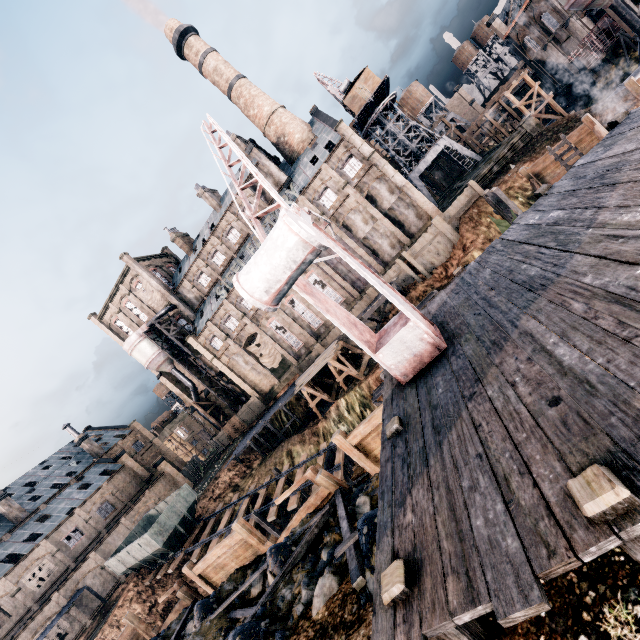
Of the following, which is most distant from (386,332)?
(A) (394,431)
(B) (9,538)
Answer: (B) (9,538)

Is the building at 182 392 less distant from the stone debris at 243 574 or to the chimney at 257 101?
the chimney at 257 101

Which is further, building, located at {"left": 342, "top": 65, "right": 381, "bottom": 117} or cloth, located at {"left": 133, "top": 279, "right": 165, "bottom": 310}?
cloth, located at {"left": 133, "top": 279, "right": 165, "bottom": 310}

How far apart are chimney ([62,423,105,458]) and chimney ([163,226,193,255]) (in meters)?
35.07

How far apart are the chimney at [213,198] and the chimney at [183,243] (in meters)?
7.49

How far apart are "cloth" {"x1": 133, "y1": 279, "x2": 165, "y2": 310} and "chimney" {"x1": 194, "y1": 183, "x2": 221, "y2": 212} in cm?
1607

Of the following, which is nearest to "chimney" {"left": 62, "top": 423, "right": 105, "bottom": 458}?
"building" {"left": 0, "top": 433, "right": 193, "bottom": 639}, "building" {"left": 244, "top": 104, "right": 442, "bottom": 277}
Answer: "building" {"left": 0, "top": 433, "right": 193, "bottom": 639}

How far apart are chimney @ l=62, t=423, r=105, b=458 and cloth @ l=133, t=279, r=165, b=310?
24.16m
